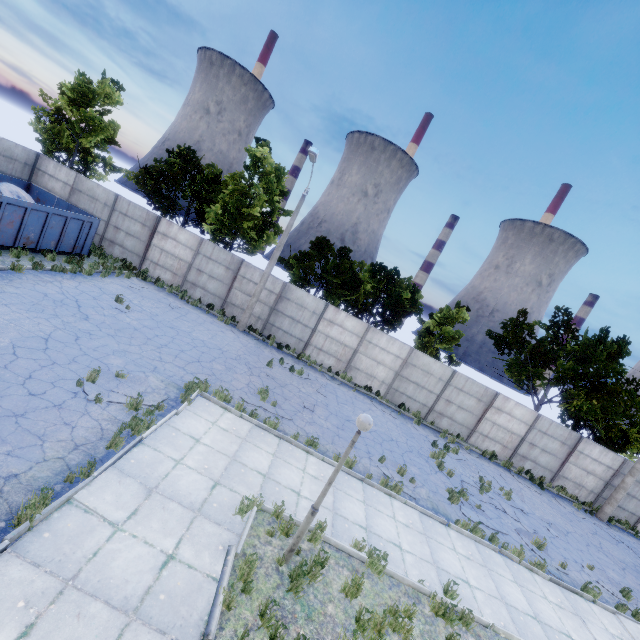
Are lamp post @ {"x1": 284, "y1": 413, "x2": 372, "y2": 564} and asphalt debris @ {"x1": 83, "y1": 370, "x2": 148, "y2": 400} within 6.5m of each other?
yes

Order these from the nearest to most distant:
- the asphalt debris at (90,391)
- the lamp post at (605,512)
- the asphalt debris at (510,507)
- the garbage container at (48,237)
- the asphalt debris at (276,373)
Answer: the asphalt debris at (90,391), the asphalt debris at (510,507), the garbage container at (48,237), the asphalt debris at (276,373), the lamp post at (605,512)

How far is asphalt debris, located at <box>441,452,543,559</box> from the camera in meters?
12.5 m

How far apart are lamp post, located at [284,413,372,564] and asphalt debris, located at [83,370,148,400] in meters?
5.4 m

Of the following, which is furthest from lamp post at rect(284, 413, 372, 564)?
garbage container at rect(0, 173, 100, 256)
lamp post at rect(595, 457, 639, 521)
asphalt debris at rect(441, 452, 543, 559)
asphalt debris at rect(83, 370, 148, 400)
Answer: lamp post at rect(595, 457, 639, 521)

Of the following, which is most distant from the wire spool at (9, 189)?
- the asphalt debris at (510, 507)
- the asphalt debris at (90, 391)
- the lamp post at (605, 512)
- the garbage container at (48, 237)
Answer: the lamp post at (605, 512)

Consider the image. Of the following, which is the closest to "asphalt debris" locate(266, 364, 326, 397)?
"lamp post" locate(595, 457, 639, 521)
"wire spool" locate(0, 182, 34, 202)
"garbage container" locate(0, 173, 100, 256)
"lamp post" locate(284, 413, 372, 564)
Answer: "lamp post" locate(284, 413, 372, 564)

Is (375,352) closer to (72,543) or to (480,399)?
(480,399)
